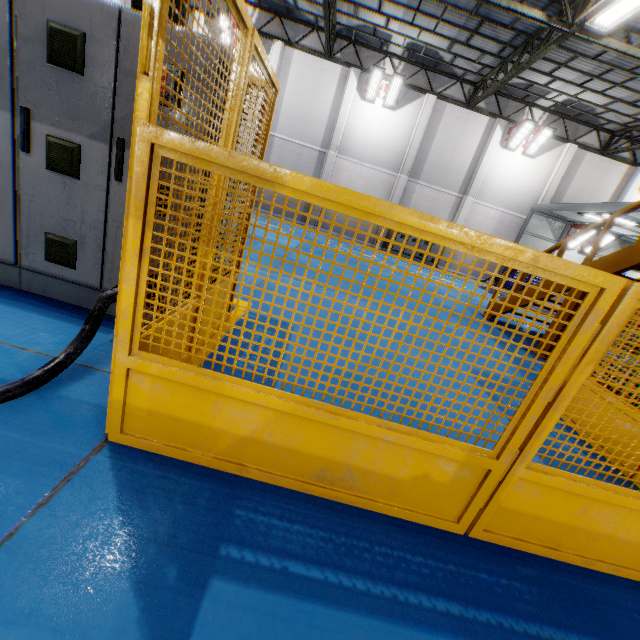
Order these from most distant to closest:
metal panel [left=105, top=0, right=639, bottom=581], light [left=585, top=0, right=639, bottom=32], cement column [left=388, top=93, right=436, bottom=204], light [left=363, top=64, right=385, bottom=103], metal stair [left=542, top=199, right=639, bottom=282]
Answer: cement column [left=388, top=93, right=436, bottom=204] < light [left=363, top=64, right=385, bottom=103] < light [left=585, top=0, right=639, bottom=32] < metal stair [left=542, top=199, right=639, bottom=282] < metal panel [left=105, top=0, right=639, bottom=581]

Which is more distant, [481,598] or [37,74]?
[37,74]

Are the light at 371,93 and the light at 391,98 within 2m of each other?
yes

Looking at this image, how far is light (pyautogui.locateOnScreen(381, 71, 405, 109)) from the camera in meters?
15.3

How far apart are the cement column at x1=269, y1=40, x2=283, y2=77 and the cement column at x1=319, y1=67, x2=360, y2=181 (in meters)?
3.35

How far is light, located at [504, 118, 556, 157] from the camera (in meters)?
15.72

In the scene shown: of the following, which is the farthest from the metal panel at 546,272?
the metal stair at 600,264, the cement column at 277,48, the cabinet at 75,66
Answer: the cement column at 277,48

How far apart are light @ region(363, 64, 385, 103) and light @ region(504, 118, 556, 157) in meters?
7.0
